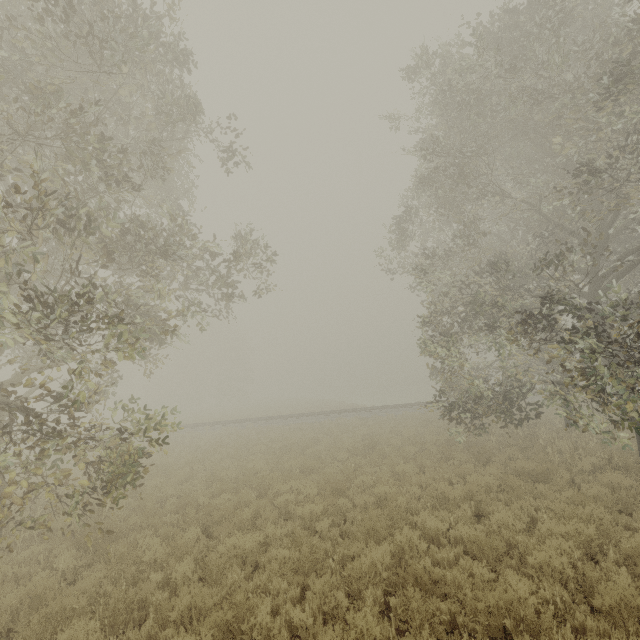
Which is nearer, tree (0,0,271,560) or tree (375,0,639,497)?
tree (0,0,271,560)

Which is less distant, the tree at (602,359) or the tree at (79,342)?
the tree at (79,342)

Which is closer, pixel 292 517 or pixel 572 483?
pixel 292 517
